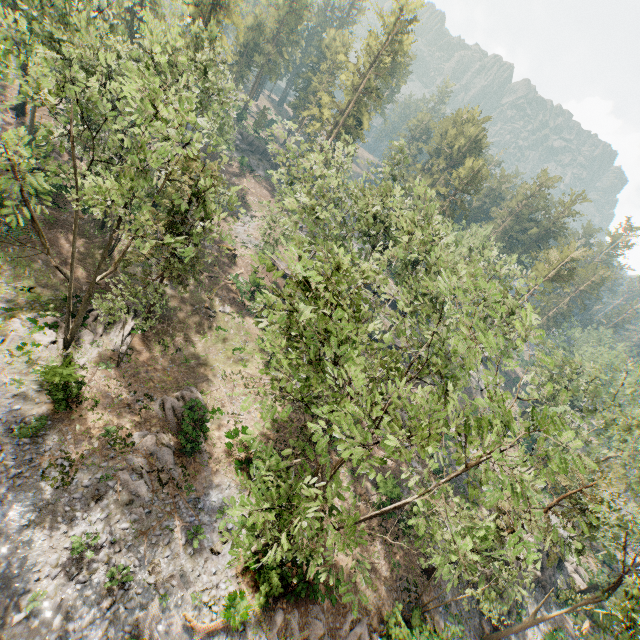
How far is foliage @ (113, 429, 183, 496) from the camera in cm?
1817

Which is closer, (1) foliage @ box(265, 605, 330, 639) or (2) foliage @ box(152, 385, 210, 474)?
(1) foliage @ box(265, 605, 330, 639)

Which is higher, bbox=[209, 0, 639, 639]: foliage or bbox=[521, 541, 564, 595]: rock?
bbox=[209, 0, 639, 639]: foliage

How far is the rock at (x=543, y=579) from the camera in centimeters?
2981cm

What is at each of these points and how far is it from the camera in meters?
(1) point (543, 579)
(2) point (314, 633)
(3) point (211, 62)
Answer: (1) rock, 30.9 m
(2) foliage, 17.7 m
(3) foliage, 26.7 m

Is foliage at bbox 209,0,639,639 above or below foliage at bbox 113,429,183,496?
above

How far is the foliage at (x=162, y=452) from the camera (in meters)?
18.17
